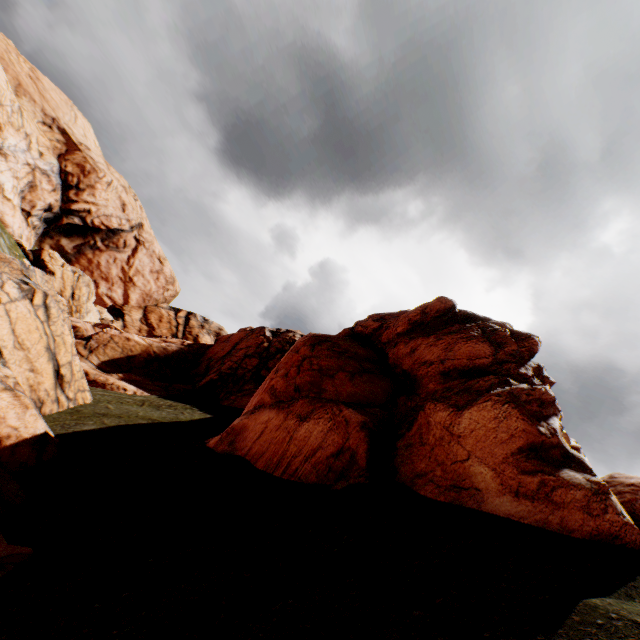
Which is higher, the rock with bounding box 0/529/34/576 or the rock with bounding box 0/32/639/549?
the rock with bounding box 0/32/639/549

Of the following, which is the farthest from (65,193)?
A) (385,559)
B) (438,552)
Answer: (438,552)

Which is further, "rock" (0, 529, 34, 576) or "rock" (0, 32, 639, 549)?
"rock" (0, 32, 639, 549)

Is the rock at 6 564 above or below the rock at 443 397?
below

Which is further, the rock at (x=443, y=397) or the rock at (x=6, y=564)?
the rock at (x=443, y=397)
